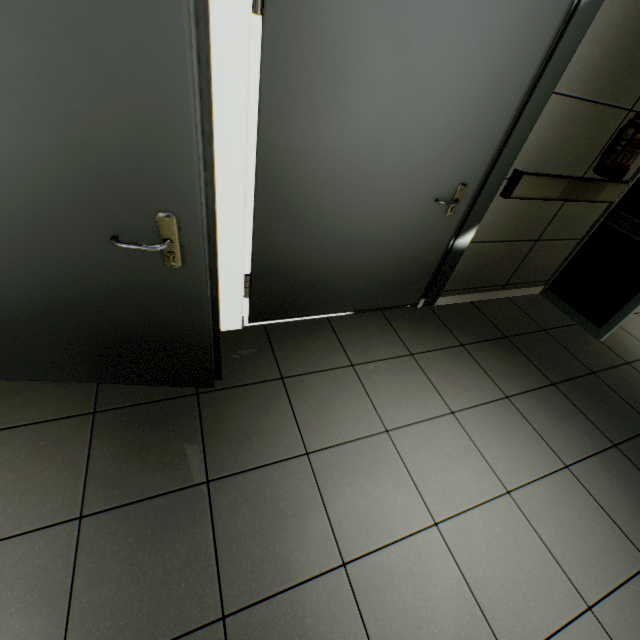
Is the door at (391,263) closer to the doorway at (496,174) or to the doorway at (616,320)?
the doorway at (496,174)

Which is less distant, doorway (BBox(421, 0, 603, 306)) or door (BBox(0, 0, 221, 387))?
door (BBox(0, 0, 221, 387))

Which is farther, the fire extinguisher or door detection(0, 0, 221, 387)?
the fire extinguisher

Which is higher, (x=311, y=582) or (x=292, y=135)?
(x=292, y=135)

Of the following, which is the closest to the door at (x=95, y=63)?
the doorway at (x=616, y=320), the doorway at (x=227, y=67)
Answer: the doorway at (x=227, y=67)

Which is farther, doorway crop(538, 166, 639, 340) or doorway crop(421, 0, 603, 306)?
doorway crop(538, 166, 639, 340)

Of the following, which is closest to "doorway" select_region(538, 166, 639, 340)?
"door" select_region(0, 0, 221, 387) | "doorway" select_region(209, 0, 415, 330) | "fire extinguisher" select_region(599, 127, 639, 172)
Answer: "fire extinguisher" select_region(599, 127, 639, 172)
